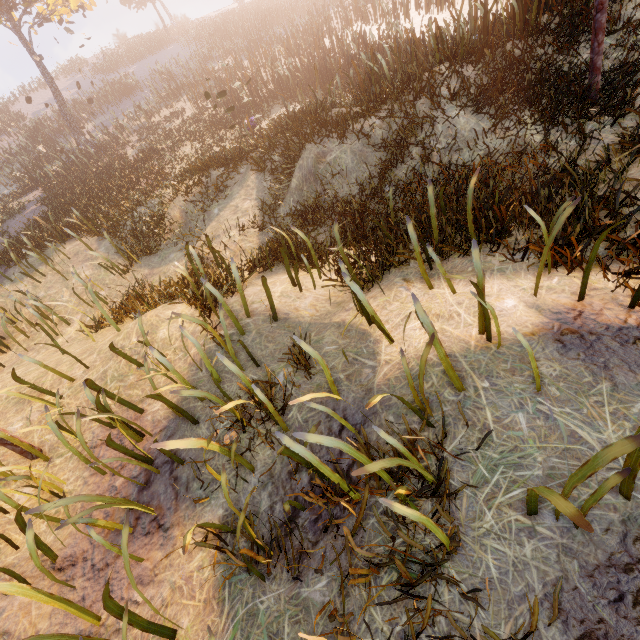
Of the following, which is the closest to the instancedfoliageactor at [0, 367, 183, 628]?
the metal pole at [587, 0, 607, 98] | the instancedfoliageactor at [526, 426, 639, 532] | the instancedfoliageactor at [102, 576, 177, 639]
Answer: the instancedfoliageactor at [102, 576, 177, 639]

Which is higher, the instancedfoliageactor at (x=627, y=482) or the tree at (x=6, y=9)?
the tree at (x=6, y=9)

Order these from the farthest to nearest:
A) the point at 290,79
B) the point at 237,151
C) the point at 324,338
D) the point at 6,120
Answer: the point at 6,120 → the point at 290,79 → the point at 237,151 → the point at 324,338

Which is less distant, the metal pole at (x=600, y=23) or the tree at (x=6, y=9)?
the metal pole at (x=600, y=23)

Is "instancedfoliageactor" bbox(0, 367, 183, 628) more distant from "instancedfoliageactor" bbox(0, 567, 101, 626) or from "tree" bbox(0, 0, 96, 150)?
"tree" bbox(0, 0, 96, 150)

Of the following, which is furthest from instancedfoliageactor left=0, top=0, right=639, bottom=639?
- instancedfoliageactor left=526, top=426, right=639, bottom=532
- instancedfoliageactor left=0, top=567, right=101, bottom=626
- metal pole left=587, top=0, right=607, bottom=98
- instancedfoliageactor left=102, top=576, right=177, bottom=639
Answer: metal pole left=587, top=0, right=607, bottom=98

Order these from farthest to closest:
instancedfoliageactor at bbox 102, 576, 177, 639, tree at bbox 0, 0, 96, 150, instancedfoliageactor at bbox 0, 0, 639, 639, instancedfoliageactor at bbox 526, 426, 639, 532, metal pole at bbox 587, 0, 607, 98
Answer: A:
1. tree at bbox 0, 0, 96, 150
2. metal pole at bbox 587, 0, 607, 98
3. instancedfoliageactor at bbox 0, 0, 639, 639
4. instancedfoliageactor at bbox 102, 576, 177, 639
5. instancedfoliageactor at bbox 526, 426, 639, 532

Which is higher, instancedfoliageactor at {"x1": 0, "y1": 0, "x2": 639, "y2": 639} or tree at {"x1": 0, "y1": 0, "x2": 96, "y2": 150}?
tree at {"x1": 0, "y1": 0, "x2": 96, "y2": 150}
